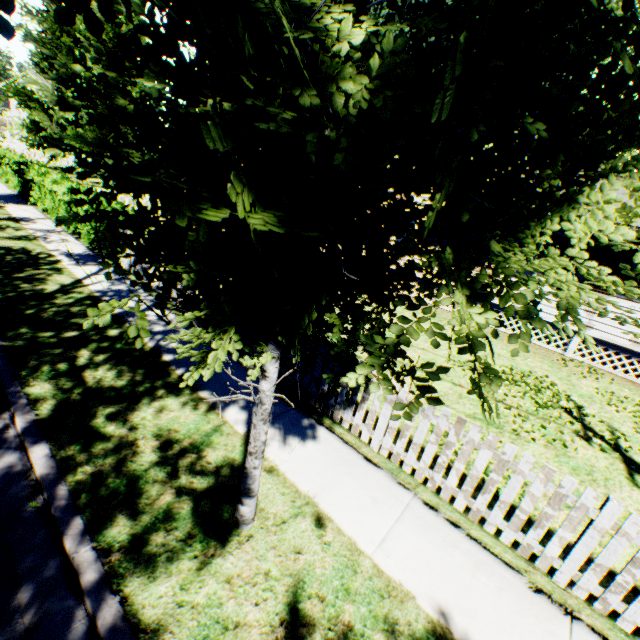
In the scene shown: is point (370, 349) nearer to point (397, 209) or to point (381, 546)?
point (397, 209)

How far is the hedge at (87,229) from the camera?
10.1 meters

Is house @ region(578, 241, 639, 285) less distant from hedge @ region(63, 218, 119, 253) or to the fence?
the fence

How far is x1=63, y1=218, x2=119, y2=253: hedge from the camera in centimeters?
1015cm

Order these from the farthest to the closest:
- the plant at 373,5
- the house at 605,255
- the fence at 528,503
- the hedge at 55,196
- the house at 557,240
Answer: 1. the hedge at 55,196
2. the house at 557,240
3. the house at 605,255
4. the fence at 528,503
5. the plant at 373,5

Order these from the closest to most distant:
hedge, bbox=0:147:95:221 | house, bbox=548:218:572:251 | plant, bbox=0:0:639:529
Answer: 1. plant, bbox=0:0:639:529
2. house, bbox=548:218:572:251
3. hedge, bbox=0:147:95:221

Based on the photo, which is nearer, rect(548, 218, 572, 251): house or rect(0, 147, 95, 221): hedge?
rect(548, 218, 572, 251): house
